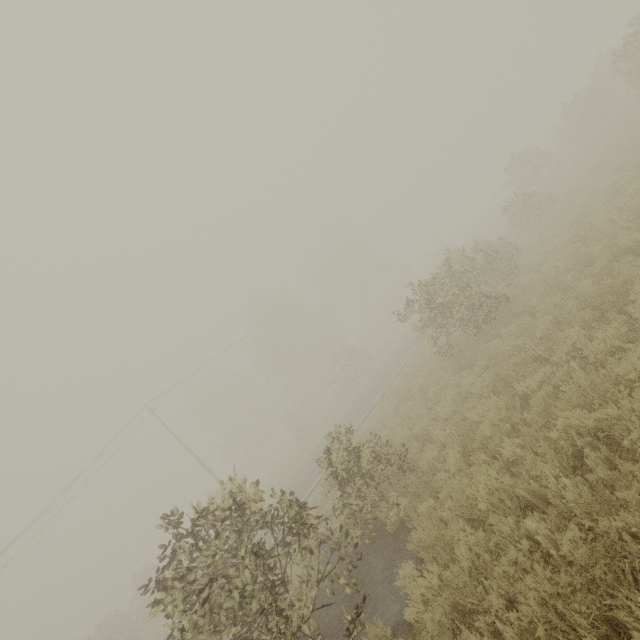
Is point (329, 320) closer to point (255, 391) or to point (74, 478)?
point (255, 391)
